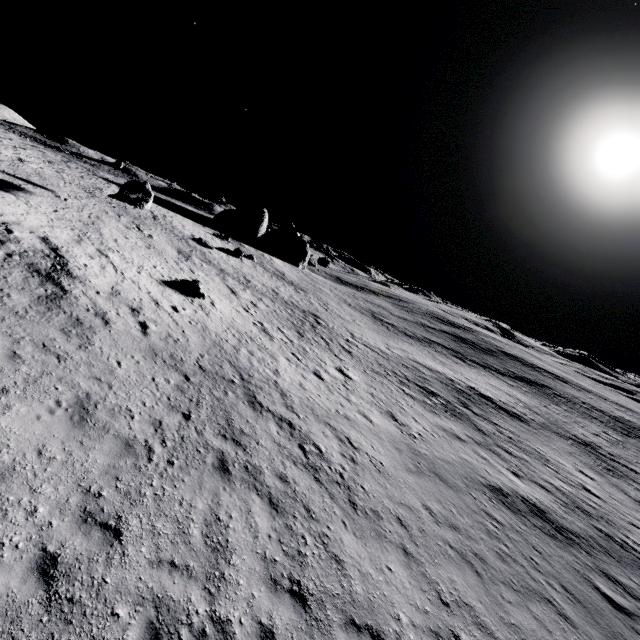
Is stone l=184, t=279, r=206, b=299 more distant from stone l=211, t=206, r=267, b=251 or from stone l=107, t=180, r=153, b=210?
stone l=211, t=206, r=267, b=251

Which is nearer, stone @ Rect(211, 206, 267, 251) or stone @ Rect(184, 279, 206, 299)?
stone @ Rect(184, 279, 206, 299)

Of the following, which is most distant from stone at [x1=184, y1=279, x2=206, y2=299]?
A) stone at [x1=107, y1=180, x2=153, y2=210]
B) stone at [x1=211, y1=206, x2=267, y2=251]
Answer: stone at [x1=211, y1=206, x2=267, y2=251]

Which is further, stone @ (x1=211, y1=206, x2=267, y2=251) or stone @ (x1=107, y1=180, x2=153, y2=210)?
stone @ (x1=211, y1=206, x2=267, y2=251)

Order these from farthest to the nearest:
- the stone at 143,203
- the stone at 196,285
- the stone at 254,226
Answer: the stone at 254,226 → the stone at 143,203 → the stone at 196,285

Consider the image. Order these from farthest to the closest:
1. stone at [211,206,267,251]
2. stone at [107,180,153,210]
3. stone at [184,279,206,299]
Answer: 1. stone at [211,206,267,251]
2. stone at [107,180,153,210]
3. stone at [184,279,206,299]

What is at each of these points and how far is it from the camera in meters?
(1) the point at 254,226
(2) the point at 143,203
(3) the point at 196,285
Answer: (1) stone, 54.4
(2) stone, 23.9
(3) stone, 20.9

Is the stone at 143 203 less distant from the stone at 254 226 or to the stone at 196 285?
the stone at 196 285
